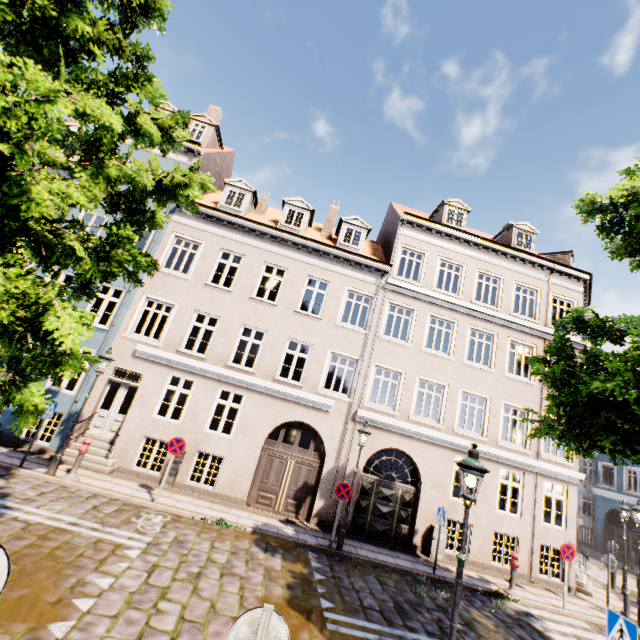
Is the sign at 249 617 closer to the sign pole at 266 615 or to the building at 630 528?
the sign pole at 266 615

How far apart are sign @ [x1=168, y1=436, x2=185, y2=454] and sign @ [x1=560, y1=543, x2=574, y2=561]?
13.0m

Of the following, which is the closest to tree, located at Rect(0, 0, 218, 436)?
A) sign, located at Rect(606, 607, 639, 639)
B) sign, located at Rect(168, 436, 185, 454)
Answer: sign, located at Rect(606, 607, 639, 639)

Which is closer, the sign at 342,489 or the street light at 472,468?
the street light at 472,468

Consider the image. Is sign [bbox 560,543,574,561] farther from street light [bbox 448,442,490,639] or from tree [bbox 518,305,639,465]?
street light [bbox 448,442,490,639]

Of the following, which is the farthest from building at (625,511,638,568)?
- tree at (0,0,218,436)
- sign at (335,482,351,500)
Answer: tree at (0,0,218,436)

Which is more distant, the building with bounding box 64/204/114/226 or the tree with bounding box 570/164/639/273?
the building with bounding box 64/204/114/226

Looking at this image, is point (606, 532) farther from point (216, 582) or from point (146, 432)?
point (146, 432)
